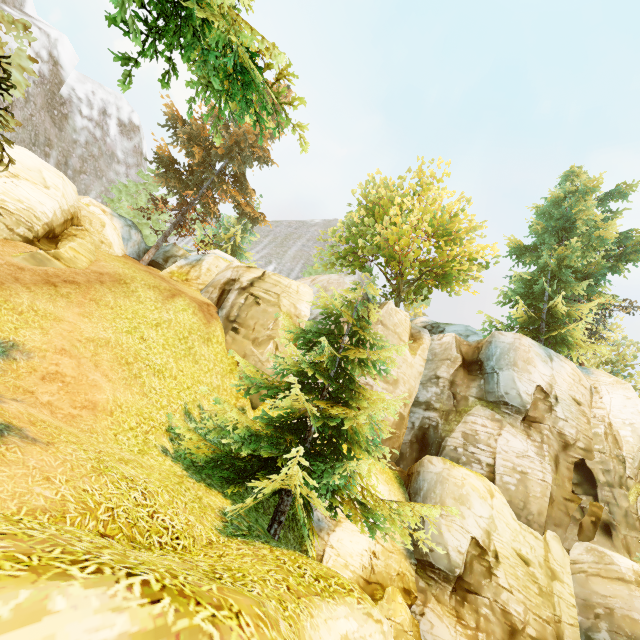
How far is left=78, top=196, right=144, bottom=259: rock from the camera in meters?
20.2 m

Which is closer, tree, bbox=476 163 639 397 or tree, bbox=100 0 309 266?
tree, bbox=100 0 309 266

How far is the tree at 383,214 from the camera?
8.66m

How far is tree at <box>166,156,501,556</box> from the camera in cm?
866

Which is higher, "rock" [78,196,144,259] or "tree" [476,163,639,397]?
"tree" [476,163,639,397]

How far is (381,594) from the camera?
11.9m

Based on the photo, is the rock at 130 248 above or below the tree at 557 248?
below

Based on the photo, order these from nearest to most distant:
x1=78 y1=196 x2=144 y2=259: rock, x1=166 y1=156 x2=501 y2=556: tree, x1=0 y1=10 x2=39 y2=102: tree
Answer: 1. x1=0 y1=10 x2=39 y2=102: tree
2. x1=166 y1=156 x2=501 y2=556: tree
3. x1=78 y1=196 x2=144 y2=259: rock
